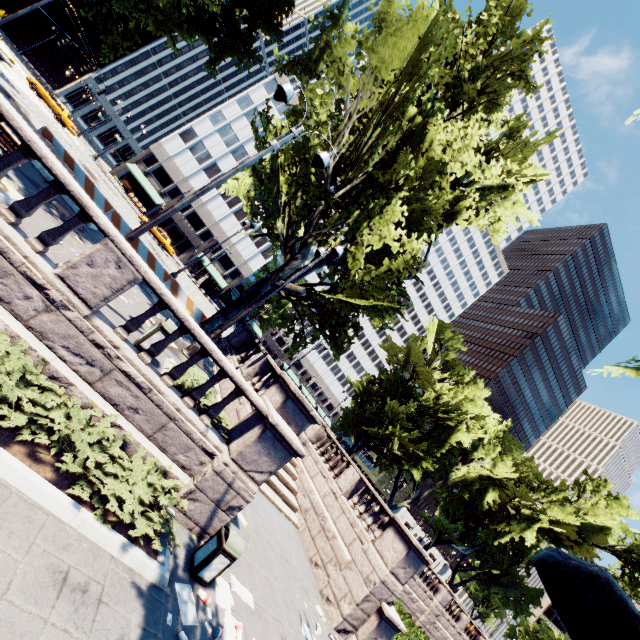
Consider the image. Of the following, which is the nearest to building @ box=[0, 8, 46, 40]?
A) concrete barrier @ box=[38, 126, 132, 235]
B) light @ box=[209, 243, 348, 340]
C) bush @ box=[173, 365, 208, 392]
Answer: concrete barrier @ box=[38, 126, 132, 235]

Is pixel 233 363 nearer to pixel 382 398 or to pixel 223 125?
pixel 382 398

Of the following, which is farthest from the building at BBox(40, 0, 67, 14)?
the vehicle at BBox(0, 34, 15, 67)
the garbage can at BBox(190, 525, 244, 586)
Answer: the garbage can at BBox(190, 525, 244, 586)

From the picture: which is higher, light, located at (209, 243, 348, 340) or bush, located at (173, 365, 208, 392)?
light, located at (209, 243, 348, 340)

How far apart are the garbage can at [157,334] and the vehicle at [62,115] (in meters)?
37.14

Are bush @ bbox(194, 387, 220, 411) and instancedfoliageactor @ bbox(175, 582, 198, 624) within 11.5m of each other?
yes

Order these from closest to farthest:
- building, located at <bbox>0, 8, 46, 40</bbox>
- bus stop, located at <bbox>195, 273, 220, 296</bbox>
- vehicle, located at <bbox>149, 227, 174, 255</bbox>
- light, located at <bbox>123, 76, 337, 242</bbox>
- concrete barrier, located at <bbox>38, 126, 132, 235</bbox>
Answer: light, located at <bbox>123, 76, 337, 242</bbox> → concrete barrier, located at <bbox>38, 126, 132, 235</bbox> → vehicle, located at <bbox>149, 227, 174, 255</bbox> → bus stop, located at <bbox>195, 273, 220, 296</bbox> → building, located at <bbox>0, 8, 46, 40</bbox>

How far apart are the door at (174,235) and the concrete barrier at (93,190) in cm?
4137
